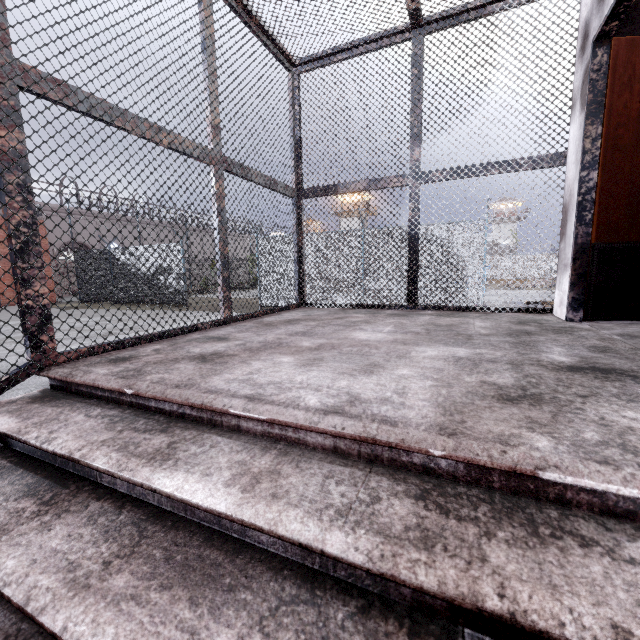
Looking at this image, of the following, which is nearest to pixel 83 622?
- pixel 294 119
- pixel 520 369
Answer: pixel 520 369

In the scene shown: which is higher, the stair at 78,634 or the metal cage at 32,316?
the metal cage at 32,316

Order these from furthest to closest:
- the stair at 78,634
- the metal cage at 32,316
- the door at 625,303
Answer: the door at 625,303 < the metal cage at 32,316 < the stair at 78,634

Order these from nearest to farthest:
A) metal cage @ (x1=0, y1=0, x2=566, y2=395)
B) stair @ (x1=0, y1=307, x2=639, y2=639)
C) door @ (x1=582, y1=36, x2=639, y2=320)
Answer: stair @ (x1=0, y1=307, x2=639, y2=639) < metal cage @ (x1=0, y1=0, x2=566, y2=395) < door @ (x1=582, y1=36, x2=639, y2=320)

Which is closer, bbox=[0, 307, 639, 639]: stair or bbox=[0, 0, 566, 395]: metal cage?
bbox=[0, 307, 639, 639]: stair

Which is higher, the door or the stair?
the door

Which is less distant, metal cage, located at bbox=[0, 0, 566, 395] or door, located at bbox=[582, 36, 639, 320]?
metal cage, located at bbox=[0, 0, 566, 395]

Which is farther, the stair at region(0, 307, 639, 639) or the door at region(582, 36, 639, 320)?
the door at region(582, 36, 639, 320)
